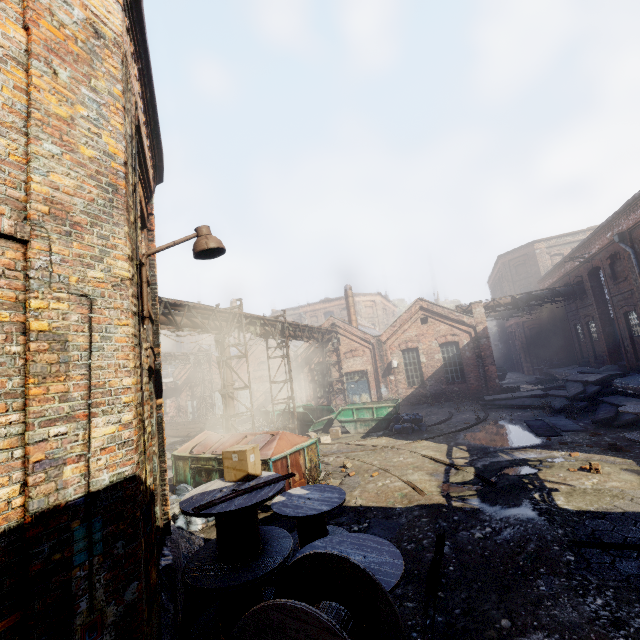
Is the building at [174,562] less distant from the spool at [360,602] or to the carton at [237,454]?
the spool at [360,602]

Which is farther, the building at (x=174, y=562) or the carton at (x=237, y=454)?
the carton at (x=237, y=454)

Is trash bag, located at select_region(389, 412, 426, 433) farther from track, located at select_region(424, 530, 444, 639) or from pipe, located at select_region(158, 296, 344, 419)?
track, located at select_region(424, 530, 444, 639)

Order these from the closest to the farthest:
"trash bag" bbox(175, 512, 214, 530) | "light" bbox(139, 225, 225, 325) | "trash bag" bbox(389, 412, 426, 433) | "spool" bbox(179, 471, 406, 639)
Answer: "spool" bbox(179, 471, 406, 639) → "light" bbox(139, 225, 225, 325) → "trash bag" bbox(175, 512, 214, 530) → "trash bag" bbox(389, 412, 426, 433)

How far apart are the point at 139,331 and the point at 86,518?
1.74m

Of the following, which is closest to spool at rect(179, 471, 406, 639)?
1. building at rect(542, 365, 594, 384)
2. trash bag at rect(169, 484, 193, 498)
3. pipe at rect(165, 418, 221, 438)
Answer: trash bag at rect(169, 484, 193, 498)

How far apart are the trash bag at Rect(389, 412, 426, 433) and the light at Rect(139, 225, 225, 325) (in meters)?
13.26

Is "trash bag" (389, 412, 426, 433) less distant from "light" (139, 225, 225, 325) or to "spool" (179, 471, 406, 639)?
"spool" (179, 471, 406, 639)
